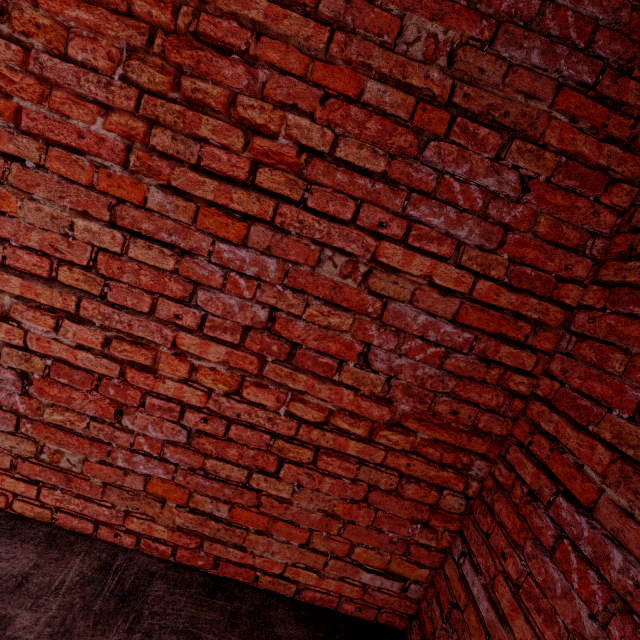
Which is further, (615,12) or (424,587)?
(424,587)
